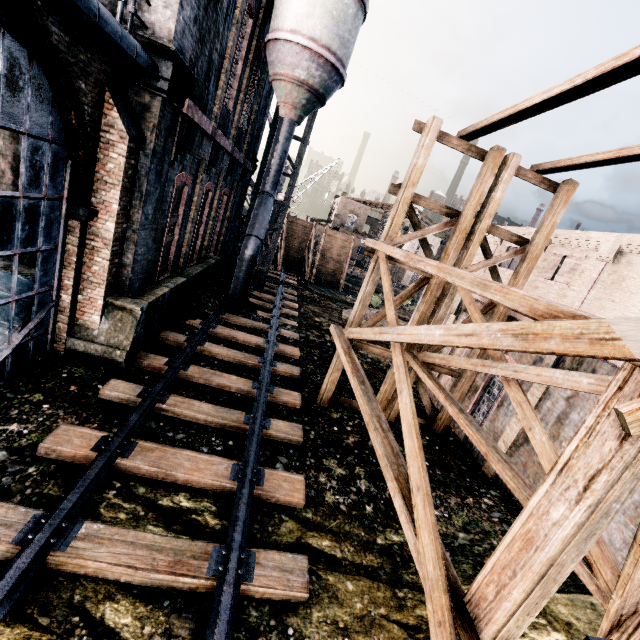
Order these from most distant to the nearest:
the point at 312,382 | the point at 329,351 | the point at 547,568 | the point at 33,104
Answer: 1. the point at 329,351
2. the point at 312,382
3. the point at 33,104
4. the point at 547,568

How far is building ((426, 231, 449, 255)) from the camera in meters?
55.5 m

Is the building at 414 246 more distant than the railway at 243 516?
Yes

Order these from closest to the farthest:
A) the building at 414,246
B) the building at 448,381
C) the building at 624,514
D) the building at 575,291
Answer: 1. the building at 624,514
2. the building at 448,381
3. the building at 575,291
4. the building at 414,246

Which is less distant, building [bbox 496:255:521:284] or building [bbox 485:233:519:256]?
building [bbox 496:255:521:284]

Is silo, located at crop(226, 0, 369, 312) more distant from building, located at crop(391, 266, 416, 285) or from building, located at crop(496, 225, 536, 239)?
building, located at crop(391, 266, 416, 285)

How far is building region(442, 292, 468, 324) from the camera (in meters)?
14.81
